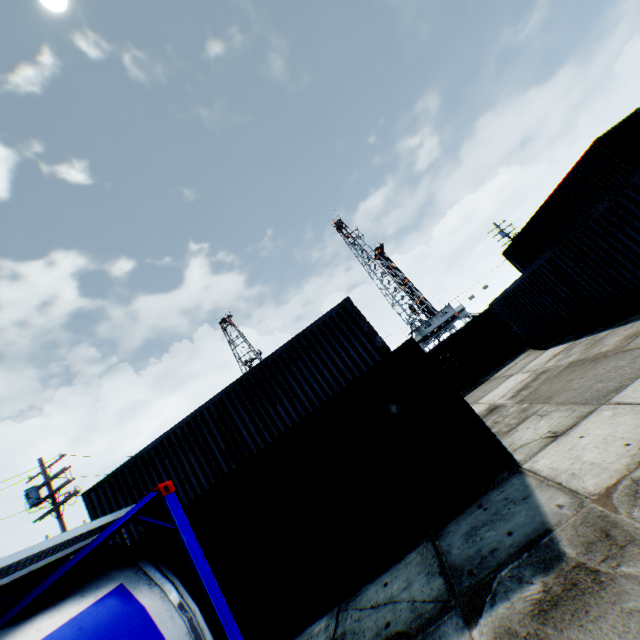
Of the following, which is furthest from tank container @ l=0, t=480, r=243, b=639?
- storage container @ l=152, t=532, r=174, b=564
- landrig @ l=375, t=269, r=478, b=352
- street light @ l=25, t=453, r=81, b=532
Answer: landrig @ l=375, t=269, r=478, b=352

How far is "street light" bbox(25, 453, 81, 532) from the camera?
14.8m

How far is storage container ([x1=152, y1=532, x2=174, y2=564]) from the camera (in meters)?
6.75

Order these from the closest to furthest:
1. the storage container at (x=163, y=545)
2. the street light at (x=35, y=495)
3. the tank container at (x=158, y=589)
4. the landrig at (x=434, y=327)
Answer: the tank container at (x=158, y=589) → the storage container at (x=163, y=545) → the street light at (x=35, y=495) → the landrig at (x=434, y=327)

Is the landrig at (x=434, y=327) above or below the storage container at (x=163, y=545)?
above

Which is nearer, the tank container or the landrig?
the tank container

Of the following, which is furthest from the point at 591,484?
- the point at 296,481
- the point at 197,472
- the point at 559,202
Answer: the point at 559,202

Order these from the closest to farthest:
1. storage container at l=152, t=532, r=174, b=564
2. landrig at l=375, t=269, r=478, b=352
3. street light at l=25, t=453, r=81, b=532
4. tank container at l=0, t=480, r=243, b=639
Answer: tank container at l=0, t=480, r=243, b=639
storage container at l=152, t=532, r=174, b=564
street light at l=25, t=453, r=81, b=532
landrig at l=375, t=269, r=478, b=352
